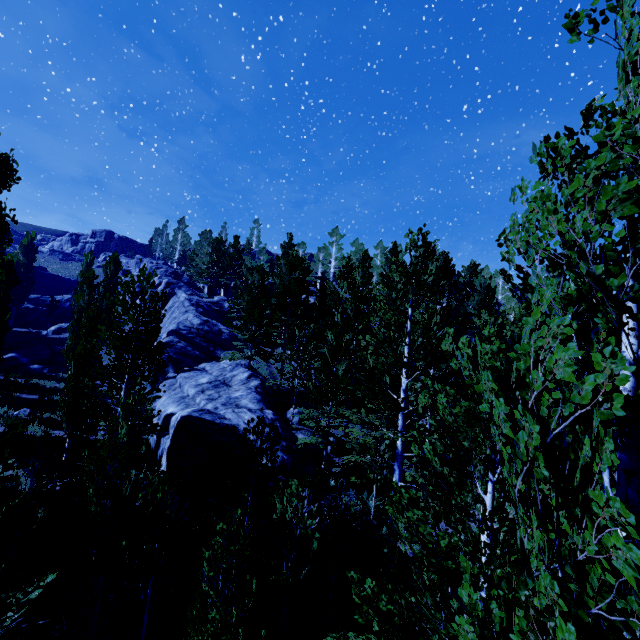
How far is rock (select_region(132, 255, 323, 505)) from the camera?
13.4 meters

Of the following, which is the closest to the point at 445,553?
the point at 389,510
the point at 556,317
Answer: the point at 389,510

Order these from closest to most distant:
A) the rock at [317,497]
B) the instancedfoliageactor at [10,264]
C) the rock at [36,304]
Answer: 1. the rock at [317,497]
2. the instancedfoliageactor at [10,264]
3. the rock at [36,304]

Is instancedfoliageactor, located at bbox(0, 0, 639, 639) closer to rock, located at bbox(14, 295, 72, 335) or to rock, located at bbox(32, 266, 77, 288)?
rock, located at bbox(14, 295, 72, 335)

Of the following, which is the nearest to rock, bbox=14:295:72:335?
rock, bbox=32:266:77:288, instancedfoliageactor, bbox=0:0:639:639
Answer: instancedfoliageactor, bbox=0:0:639:639

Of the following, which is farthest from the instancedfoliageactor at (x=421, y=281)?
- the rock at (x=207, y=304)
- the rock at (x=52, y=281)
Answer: the rock at (x=52, y=281)

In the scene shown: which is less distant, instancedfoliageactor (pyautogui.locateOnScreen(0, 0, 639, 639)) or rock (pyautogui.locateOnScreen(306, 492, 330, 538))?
instancedfoliageactor (pyautogui.locateOnScreen(0, 0, 639, 639))

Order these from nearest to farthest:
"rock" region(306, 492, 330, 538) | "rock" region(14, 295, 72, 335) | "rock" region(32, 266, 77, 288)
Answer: "rock" region(306, 492, 330, 538), "rock" region(14, 295, 72, 335), "rock" region(32, 266, 77, 288)
